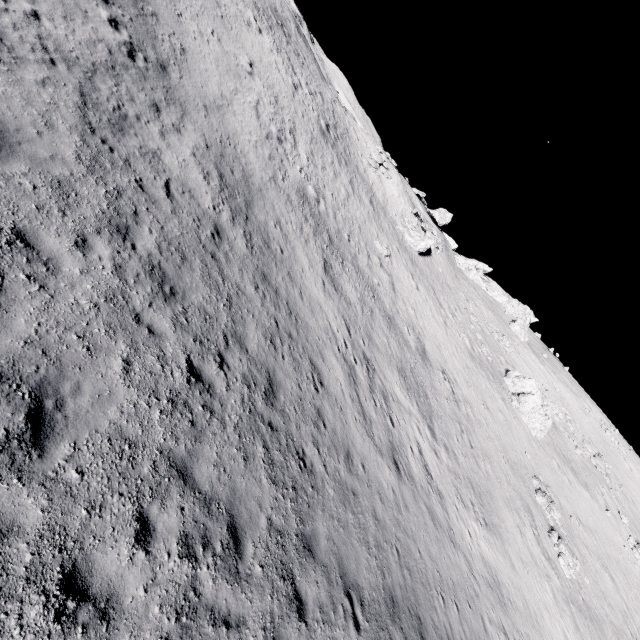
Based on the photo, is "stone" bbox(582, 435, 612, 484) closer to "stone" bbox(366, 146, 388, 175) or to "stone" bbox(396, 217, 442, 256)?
"stone" bbox(396, 217, 442, 256)

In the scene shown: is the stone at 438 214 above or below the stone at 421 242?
above

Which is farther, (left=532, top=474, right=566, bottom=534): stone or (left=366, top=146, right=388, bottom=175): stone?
(left=366, top=146, right=388, bottom=175): stone

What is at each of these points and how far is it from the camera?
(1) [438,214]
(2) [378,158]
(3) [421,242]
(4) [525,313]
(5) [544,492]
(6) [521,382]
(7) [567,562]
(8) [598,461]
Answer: (1) stone, 54.2 meters
(2) stone, 39.6 meters
(3) stone, 37.1 meters
(4) stone, 59.9 meters
(5) stone, 25.8 meters
(6) stone, 34.0 meters
(7) stone, 22.4 meters
(8) stone, 37.5 meters

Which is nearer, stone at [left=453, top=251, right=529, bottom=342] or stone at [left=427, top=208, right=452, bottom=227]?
stone at [left=453, top=251, right=529, bottom=342]

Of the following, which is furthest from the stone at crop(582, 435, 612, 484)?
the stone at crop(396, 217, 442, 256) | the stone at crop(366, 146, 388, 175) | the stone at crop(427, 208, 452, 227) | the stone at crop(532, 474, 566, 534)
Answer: the stone at crop(366, 146, 388, 175)

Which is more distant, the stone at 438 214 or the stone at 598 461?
the stone at 438 214

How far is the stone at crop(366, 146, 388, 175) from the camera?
38.2m
